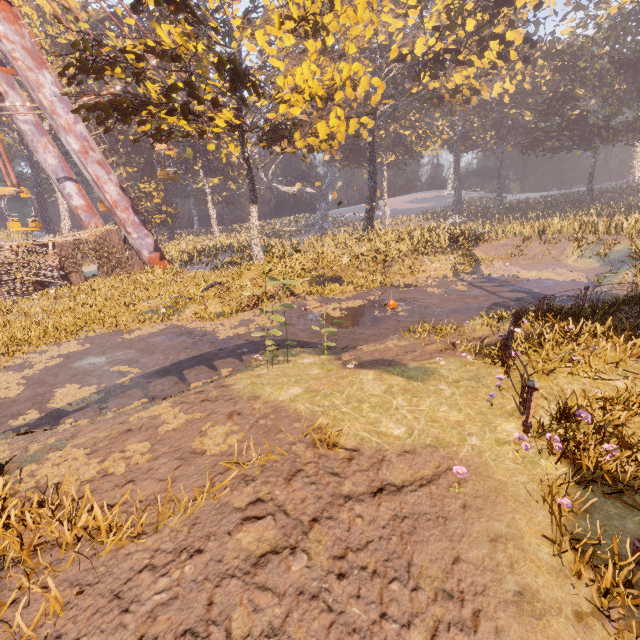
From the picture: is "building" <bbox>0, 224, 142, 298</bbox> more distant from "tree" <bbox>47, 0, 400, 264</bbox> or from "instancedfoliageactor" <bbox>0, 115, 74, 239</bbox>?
"tree" <bbox>47, 0, 400, 264</bbox>

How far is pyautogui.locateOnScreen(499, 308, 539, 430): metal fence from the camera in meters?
4.9 m

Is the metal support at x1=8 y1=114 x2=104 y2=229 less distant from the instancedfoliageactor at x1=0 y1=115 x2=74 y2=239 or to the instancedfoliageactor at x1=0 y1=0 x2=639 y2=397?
the instancedfoliageactor at x1=0 y1=115 x2=74 y2=239

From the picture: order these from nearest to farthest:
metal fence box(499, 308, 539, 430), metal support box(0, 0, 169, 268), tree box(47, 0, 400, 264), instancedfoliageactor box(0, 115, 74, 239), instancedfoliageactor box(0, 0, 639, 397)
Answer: metal fence box(499, 308, 539, 430) → tree box(47, 0, 400, 264) → instancedfoliageactor box(0, 0, 639, 397) → metal support box(0, 0, 169, 268) → instancedfoliageactor box(0, 115, 74, 239)

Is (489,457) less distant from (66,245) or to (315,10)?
(315,10)

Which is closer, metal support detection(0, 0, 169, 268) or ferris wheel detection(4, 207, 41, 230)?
metal support detection(0, 0, 169, 268)

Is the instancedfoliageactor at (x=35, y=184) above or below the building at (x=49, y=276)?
above

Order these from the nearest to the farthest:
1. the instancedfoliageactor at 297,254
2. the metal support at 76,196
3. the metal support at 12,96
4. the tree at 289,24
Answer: the tree at 289,24 < the instancedfoliageactor at 297,254 < the metal support at 12,96 < the metal support at 76,196
